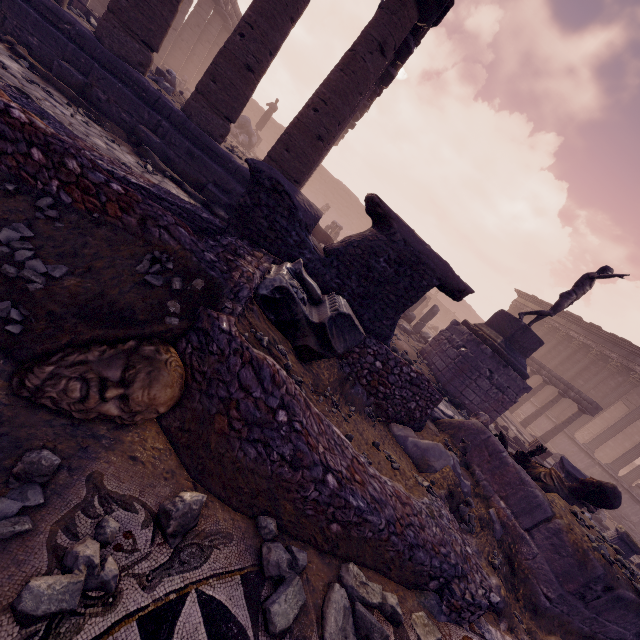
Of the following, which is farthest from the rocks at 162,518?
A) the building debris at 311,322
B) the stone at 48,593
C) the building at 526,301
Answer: the building at 526,301

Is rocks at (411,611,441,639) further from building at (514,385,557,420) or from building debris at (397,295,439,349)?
building at (514,385,557,420)

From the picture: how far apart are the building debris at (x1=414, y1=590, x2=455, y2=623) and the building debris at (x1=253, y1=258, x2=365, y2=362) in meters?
2.0 m

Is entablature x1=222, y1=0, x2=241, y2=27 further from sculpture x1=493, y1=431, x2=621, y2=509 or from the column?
sculpture x1=493, y1=431, x2=621, y2=509

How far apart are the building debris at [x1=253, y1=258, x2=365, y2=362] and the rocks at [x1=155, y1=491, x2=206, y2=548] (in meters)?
1.74

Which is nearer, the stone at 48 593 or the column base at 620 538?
the stone at 48 593

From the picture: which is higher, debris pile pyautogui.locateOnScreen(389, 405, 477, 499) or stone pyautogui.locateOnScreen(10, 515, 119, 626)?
debris pile pyautogui.locateOnScreen(389, 405, 477, 499)

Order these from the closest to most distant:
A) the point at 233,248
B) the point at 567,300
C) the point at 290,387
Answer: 1. the point at 290,387
2. the point at 233,248
3. the point at 567,300
